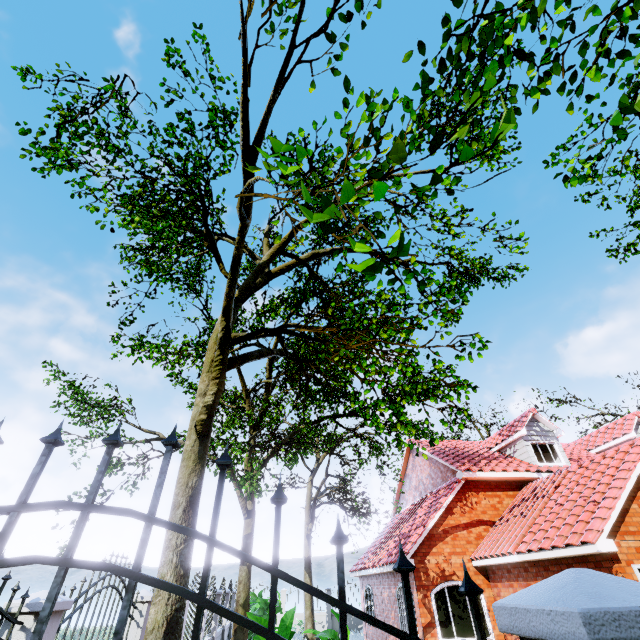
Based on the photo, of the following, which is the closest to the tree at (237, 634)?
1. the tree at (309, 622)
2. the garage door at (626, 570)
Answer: the tree at (309, 622)

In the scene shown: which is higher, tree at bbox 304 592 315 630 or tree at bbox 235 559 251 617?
tree at bbox 235 559 251 617

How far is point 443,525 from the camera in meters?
13.1 m

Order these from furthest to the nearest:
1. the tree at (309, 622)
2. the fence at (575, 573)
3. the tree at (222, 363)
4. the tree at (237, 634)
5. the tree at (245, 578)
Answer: the tree at (309, 622)
the tree at (245, 578)
the tree at (237, 634)
the tree at (222, 363)
the fence at (575, 573)

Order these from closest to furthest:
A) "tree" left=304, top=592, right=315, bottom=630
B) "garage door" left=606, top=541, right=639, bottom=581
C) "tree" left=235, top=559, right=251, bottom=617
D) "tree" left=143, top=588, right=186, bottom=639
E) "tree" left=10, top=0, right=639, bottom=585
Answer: "tree" left=10, top=0, right=639, bottom=585 → "tree" left=143, top=588, right=186, bottom=639 → "garage door" left=606, top=541, right=639, bottom=581 → "tree" left=235, top=559, right=251, bottom=617 → "tree" left=304, top=592, right=315, bottom=630

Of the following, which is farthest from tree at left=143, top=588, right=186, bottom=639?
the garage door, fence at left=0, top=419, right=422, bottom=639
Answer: the garage door

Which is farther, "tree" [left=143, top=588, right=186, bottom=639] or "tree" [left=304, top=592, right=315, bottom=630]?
"tree" [left=304, top=592, right=315, bottom=630]

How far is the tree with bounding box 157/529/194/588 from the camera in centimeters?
512cm
